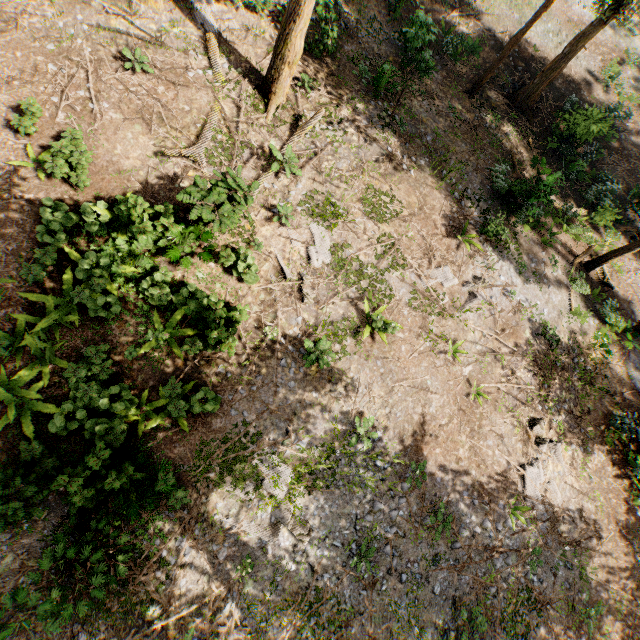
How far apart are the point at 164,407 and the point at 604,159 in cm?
3104

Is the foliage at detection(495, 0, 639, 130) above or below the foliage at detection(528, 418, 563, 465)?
above

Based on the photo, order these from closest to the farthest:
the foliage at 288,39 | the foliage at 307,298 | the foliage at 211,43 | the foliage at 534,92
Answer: the foliage at 288,39, the foliage at 307,298, the foliage at 211,43, the foliage at 534,92

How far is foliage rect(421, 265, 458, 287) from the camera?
14.3 meters

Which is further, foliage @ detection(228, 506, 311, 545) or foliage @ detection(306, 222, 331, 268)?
foliage @ detection(306, 222, 331, 268)

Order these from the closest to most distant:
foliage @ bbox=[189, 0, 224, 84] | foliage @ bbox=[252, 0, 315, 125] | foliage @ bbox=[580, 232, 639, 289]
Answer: foliage @ bbox=[252, 0, 315, 125]
foliage @ bbox=[189, 0, 224, 84]
foliage @ bbox=[580, 232, 639, 289]

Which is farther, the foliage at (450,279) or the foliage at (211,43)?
the foliage at (450,279)
